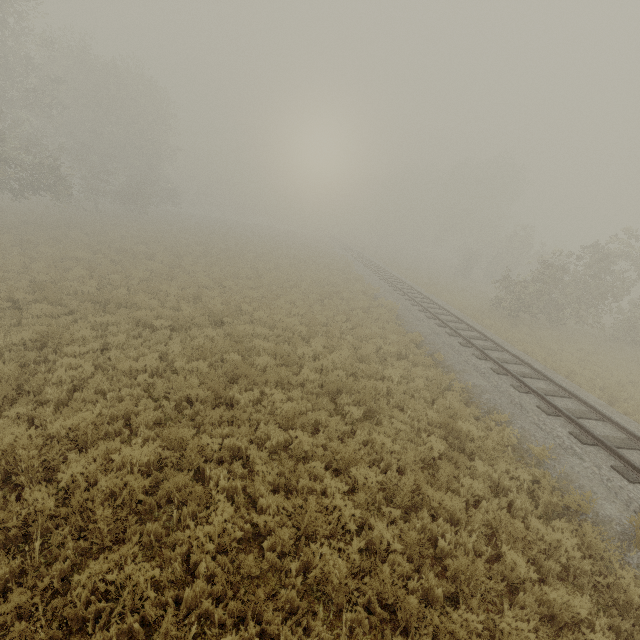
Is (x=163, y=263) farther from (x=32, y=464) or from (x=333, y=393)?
(x=32, y=464)
